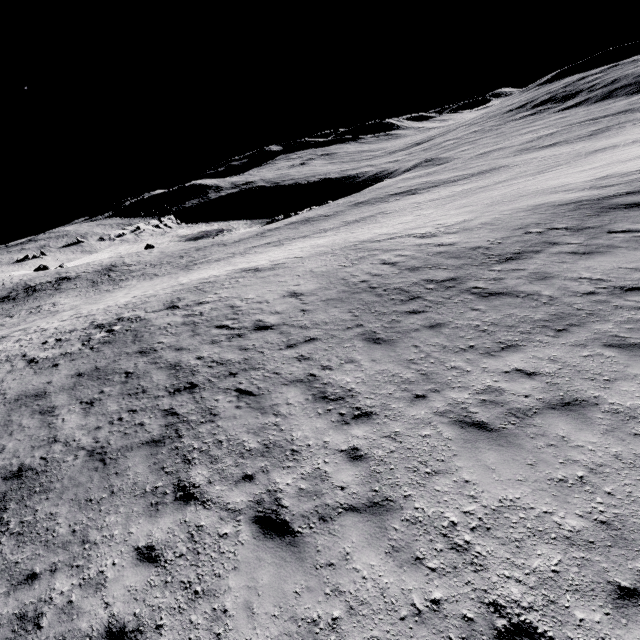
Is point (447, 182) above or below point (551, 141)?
above
